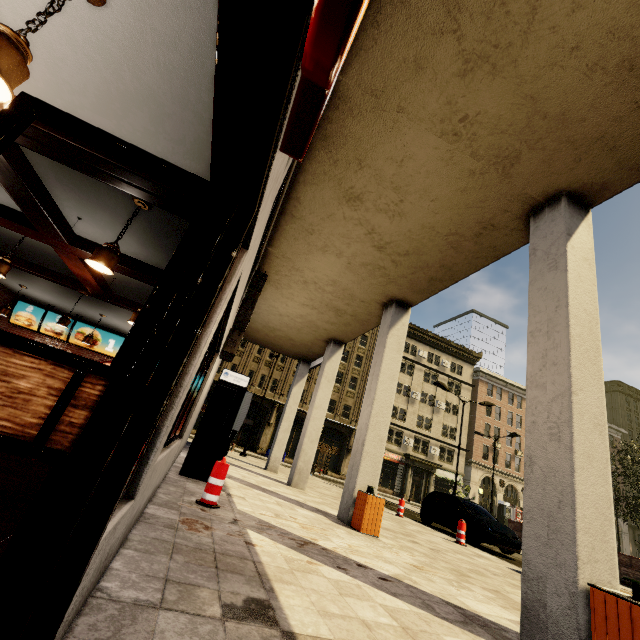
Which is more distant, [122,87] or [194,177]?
[122,87]

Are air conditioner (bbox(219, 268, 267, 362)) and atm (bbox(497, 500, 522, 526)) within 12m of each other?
no

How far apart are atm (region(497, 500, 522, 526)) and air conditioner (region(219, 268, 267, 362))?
47.2m

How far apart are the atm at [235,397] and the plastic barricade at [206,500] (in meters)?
2.04

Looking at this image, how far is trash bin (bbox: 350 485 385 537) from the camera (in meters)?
6.91

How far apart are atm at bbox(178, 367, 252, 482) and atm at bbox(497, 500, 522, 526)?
46.8m

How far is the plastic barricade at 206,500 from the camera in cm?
500

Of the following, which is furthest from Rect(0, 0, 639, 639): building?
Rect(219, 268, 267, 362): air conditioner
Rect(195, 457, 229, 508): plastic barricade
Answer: Rect(195, 457, 229, 508): plastic barricade
